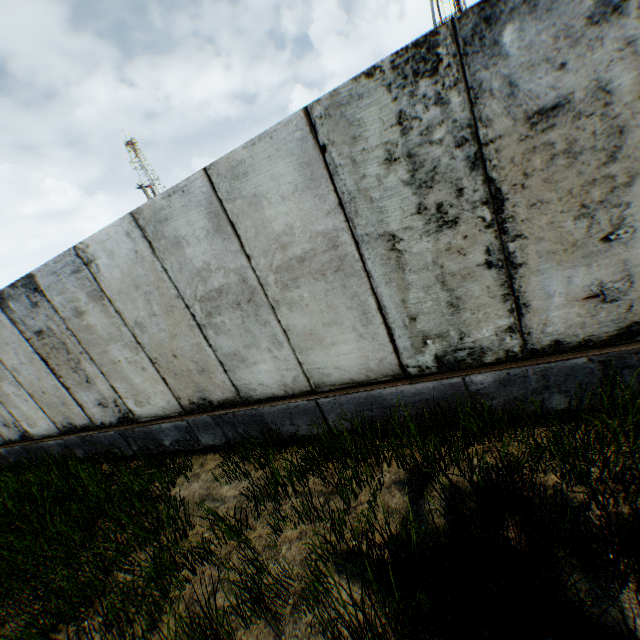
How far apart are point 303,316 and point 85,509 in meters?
4.6
